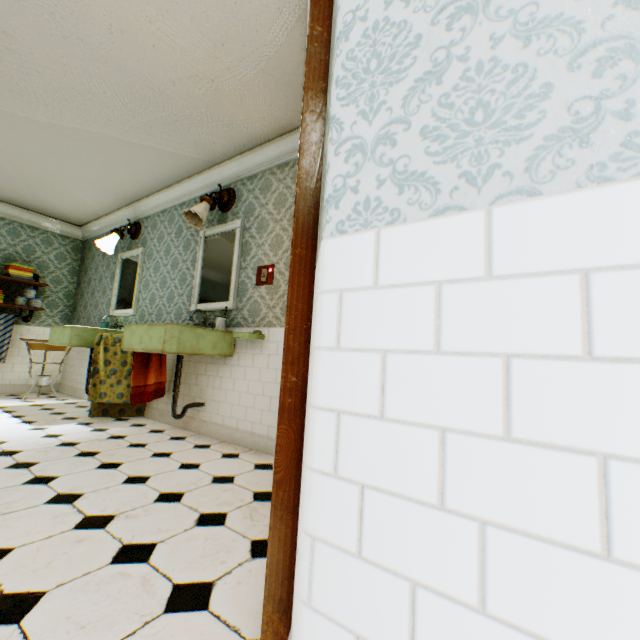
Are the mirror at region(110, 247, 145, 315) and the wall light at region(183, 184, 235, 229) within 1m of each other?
no

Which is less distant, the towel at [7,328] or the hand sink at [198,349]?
the hand sink at [198,349]

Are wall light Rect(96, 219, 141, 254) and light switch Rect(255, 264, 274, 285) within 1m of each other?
no

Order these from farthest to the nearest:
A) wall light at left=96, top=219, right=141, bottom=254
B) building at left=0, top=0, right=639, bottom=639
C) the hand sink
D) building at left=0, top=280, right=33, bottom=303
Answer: building at left=0, top=280, right=33, bottom=303 < wall light at left=96, top=219, right=141, bottom=254 < the hand sink < building at left=0, top=0, right=639, bottom=639

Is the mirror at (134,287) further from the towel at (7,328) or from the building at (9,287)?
the towel at (7,328)

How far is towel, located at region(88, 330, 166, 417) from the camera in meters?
3.7

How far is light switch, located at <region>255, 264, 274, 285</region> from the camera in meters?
3.3

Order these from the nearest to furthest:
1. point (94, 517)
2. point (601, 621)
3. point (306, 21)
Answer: point (601, 621) < point (94, 517) < point (306, 21)
